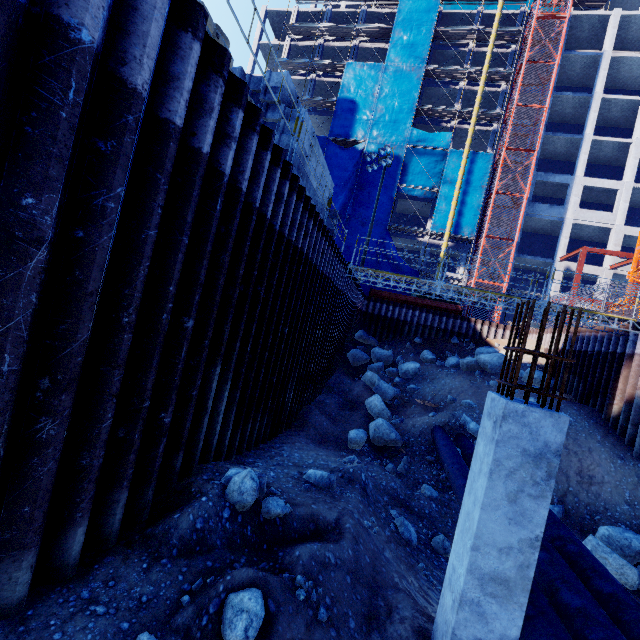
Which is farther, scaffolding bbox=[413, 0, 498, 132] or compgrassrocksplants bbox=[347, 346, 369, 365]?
scaffolding bbox=[413, 0, 498, 132]

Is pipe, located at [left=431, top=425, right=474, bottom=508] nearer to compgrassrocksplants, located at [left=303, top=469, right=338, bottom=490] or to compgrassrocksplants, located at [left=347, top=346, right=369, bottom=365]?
compgrassrocksplants, located at [left=303, top=469, right=338, bottom=490]

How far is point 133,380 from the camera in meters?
3.6

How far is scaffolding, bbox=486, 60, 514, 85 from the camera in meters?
30.0

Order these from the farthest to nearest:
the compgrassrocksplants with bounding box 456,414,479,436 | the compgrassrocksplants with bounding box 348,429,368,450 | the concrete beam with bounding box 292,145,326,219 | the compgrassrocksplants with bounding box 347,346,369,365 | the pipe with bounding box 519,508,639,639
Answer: the compgrassrocksplants with bounding box 347,346,369,365, the compgrassrocksplants with bounding box 456,414,479,436, the compgrassrocksplants with bounding box 348,429,368,450, the concrete beam with bounding box 292,145,326,219, the pipe with bounding box 519,508,639,639

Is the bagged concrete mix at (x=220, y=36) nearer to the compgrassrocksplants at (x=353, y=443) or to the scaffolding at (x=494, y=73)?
the compgrassrocksplants at (x=353, y=443)

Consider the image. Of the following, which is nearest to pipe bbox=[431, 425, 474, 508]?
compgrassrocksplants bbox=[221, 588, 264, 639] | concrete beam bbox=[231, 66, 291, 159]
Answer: compgrassrocksplants bbox=[221, 588, 264, 639]

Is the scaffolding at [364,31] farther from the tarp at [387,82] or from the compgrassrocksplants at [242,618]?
the compgrassrocksplants at [242,618]
